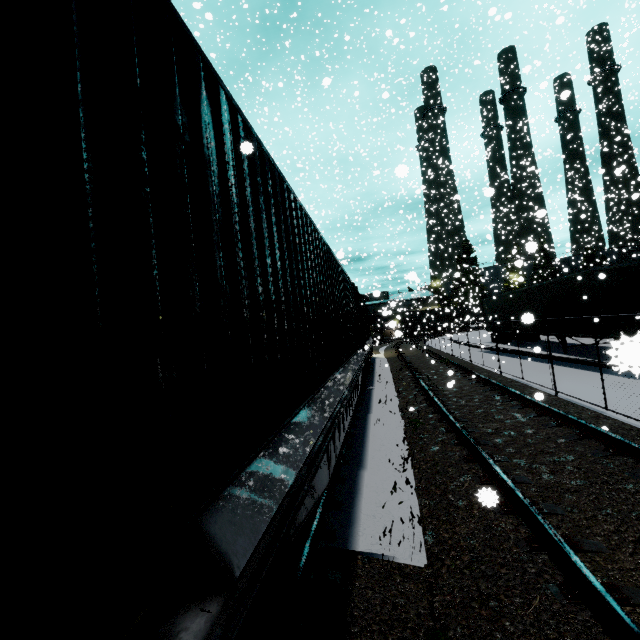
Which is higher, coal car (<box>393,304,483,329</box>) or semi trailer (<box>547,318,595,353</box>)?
coal car (<box>393,304,483,329</box>)

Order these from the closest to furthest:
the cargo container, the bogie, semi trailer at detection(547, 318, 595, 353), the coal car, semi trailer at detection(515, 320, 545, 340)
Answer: the cargo container
the bogie
semi trailer at detection(547, 318, 595, 353)
semi trailer at detection(515, 320, 545, 340)
the coal car

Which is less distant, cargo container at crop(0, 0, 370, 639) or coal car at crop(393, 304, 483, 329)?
cargo container at crop(0, 0, 370, 639)

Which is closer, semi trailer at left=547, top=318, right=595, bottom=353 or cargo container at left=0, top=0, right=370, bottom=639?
cargo container at left=0, top=0, right=370, bottom=639

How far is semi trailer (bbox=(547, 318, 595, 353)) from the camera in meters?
13.3 m

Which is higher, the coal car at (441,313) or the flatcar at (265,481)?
the coal car at (441,313)

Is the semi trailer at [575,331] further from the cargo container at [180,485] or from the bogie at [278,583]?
the bogie at [278,583]

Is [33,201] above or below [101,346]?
above
